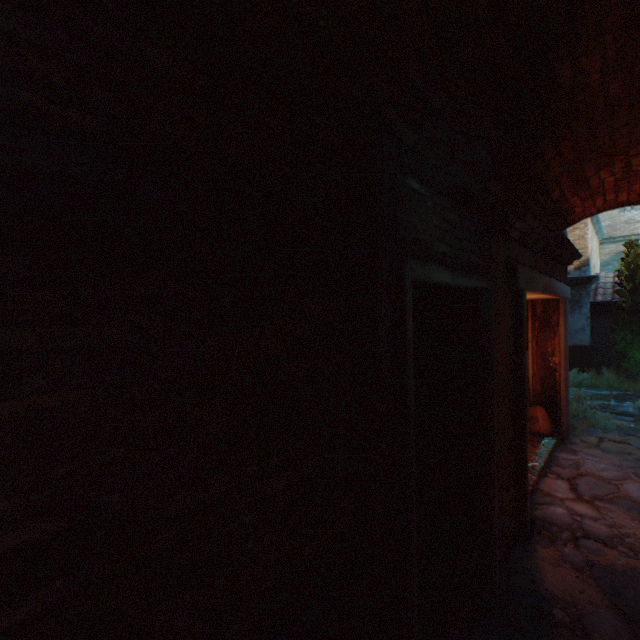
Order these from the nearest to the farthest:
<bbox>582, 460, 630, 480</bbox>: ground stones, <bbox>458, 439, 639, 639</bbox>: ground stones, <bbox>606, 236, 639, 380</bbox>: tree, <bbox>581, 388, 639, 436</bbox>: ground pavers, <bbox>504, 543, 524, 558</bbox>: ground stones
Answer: <bbox>458, 439, 639, 639</bbox>: ground stones
<bbox>504, 543, 524, 558</bbox>: ground stones
<bbox>582, 460, 630, 480</bbox>: ground stones
<bbox>581, 388, 639, 436</bbox>: ground pavers
<bbox>606, 236, 639, 380</bbox>: tree

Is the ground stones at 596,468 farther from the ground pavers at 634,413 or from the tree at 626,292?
the tree at 626,292

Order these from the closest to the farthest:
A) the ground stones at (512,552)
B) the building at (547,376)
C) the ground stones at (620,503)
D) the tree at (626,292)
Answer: the building at (547,376)
the ground stones at (512,552)
the ground stones at (620,503)
the tree at (626,292)

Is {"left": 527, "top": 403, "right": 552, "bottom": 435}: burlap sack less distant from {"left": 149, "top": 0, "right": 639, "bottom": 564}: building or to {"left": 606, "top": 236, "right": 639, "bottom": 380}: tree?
{"left": 149, "top": 0, "right": 639, "bottom": 564}: building

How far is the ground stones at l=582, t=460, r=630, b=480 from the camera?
5.09m

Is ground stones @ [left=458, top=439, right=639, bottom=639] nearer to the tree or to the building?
the building

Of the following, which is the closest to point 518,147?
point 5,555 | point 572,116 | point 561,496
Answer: point 572,116

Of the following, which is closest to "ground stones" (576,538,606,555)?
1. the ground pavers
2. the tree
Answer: the ground pavers
